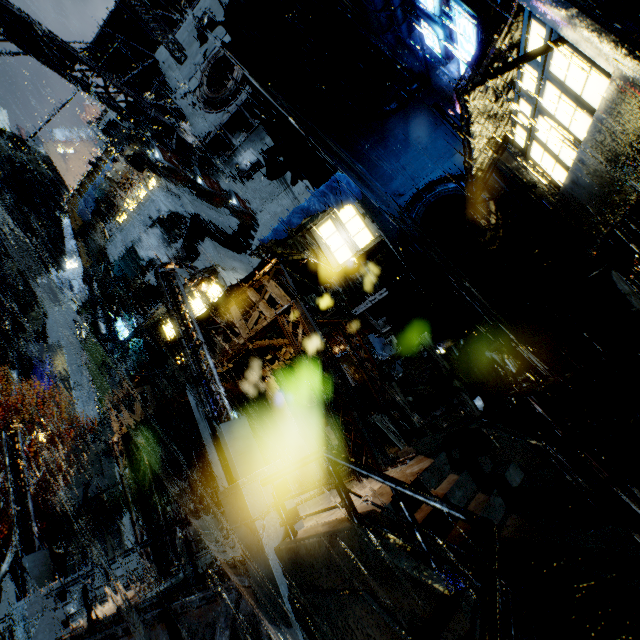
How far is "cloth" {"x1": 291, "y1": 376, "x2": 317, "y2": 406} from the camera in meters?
17.2

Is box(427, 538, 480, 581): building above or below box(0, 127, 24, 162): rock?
below

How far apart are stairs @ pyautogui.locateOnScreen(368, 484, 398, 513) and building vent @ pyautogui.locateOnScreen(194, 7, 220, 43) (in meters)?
33.00

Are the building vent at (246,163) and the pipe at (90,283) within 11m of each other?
no

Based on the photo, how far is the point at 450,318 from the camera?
16.5 meters

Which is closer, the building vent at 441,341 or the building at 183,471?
the building vent at 441,341

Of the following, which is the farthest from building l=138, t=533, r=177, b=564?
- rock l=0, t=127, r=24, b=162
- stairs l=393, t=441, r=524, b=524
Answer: rock l=0, t=127, r=24, b=162

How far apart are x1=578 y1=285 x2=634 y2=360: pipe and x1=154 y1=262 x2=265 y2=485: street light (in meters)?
9.64
